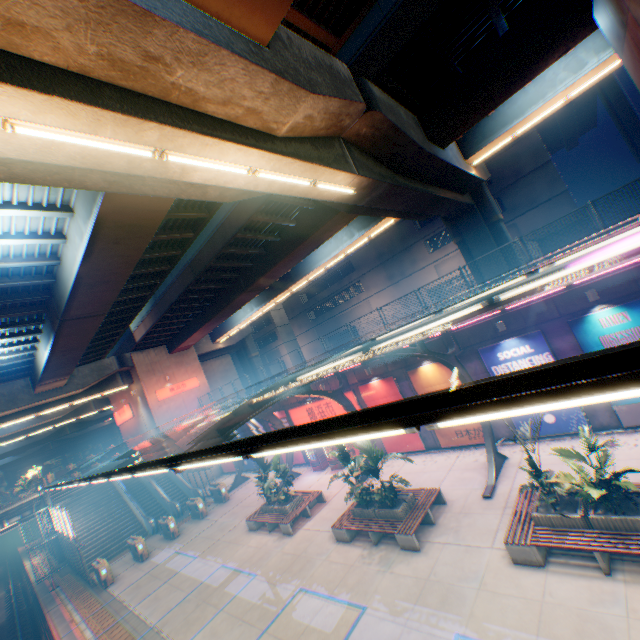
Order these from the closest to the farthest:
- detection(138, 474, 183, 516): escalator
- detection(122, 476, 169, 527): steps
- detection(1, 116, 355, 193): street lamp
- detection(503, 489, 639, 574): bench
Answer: detection(1, 116, 355, 193): street lamp → detection(503, 489, 639, 574): bench → detection(138, 474, 183, 516): escalator → detection(122, 476, 169, 527): steps

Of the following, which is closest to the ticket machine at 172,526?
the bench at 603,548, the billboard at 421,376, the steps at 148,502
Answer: the steps at 148,502

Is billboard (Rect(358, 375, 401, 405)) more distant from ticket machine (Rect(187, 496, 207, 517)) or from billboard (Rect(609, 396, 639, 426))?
ticket machine (Rect(187, 496, 207, 517))

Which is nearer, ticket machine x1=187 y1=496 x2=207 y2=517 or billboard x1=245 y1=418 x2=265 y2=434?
ticket machine x1=187 y1=496 x2=207 y2=517

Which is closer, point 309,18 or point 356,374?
point 309,18

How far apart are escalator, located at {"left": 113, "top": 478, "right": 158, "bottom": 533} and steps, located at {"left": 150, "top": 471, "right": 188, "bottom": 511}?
1.9m

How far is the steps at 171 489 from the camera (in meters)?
27.88

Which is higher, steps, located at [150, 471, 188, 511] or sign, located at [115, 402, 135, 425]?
sign, located at [115, 402, 135, 425]
